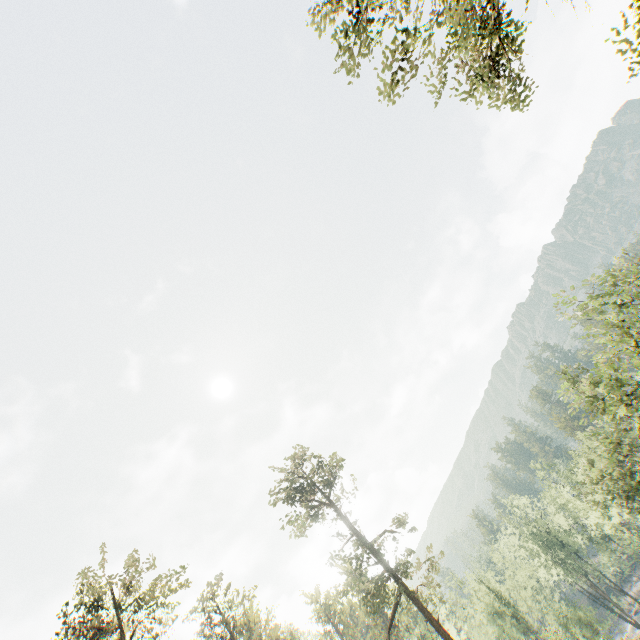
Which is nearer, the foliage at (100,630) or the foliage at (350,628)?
the foliage at (100,630)

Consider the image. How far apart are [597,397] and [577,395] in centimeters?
140cm

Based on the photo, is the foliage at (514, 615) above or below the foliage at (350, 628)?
below

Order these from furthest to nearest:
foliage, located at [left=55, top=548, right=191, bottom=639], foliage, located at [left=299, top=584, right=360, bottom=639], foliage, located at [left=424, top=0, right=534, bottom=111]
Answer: foliage, located at [left=299, top=584, right=360, bottom=639]
foliage, located at [left=55, top=548, right=191, bottom=639]
foliage, located at [left=424, top=0, right=534, bottom=111]

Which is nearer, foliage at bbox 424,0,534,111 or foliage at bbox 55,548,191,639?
foliage at bbox 424,0,534,111

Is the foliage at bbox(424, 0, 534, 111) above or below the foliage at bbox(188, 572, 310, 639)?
below
